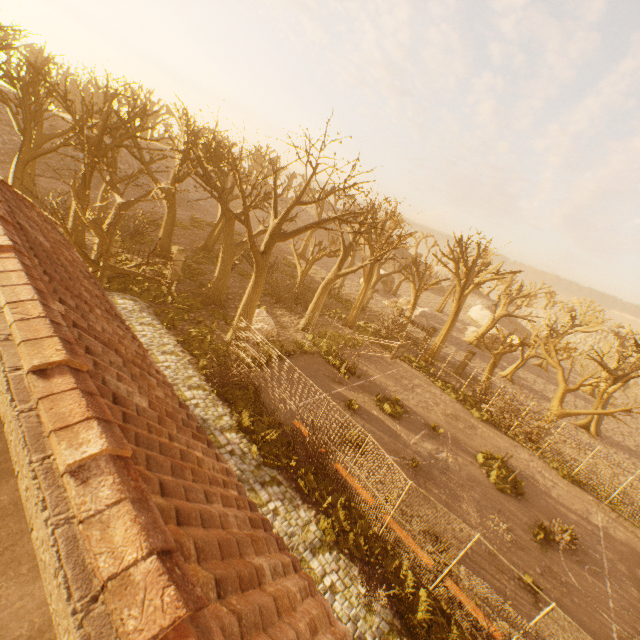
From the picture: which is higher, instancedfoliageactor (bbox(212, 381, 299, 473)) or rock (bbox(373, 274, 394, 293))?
rock (bbox(373, 274, 394, 293))

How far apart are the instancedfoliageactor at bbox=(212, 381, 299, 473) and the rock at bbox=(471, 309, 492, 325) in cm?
5458

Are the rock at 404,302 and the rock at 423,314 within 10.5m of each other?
yes

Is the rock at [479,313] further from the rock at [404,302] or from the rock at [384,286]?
the rock at [404,302]

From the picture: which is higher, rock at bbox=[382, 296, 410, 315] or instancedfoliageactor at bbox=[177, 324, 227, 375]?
rock at bbox=[382, 296, 410, 315]

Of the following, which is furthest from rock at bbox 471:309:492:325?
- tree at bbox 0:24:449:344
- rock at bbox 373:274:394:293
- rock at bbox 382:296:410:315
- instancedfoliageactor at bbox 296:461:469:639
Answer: instancedfoliageactor at bbox 296:461:469:639

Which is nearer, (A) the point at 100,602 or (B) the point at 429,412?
(A) the point at 100,602

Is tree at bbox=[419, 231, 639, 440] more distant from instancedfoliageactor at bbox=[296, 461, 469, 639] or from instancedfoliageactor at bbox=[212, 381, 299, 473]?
instancedfoliageactor at bbox=[212, 381, 299, 473]
